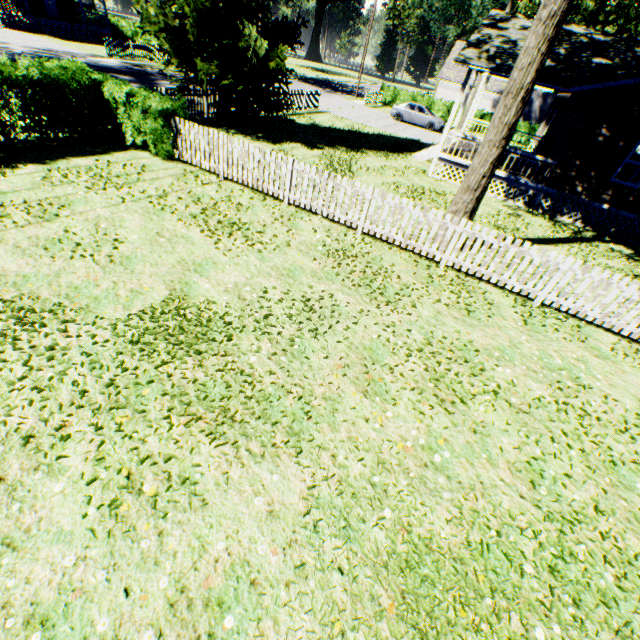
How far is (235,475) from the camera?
3.8m

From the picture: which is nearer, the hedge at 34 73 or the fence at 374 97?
the hedge at 34 73

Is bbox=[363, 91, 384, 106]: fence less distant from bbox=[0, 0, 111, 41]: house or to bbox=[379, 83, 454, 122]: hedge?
bbox=[379, 83, 454, 122]: hedge

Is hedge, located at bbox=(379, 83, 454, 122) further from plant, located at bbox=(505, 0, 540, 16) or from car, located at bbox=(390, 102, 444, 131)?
car, located at bbox=(390, 102, 444, 131)

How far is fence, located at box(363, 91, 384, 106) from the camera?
32.6m

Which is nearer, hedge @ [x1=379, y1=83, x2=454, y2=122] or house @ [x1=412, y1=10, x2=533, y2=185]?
house @ [x1=412, y1=10, x2=533, y2=185]

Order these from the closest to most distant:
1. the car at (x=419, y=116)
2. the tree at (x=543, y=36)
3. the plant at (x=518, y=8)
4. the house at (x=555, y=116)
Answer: the tree at (x=543, y=36)
the house at (x=555, y=116)
the plant at (x=518, y=8)
the car at (x=419, y=116)

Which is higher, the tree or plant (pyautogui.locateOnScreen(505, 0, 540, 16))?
plant (pyautogui.locateOnScreen(505, 0, 540, 16))
